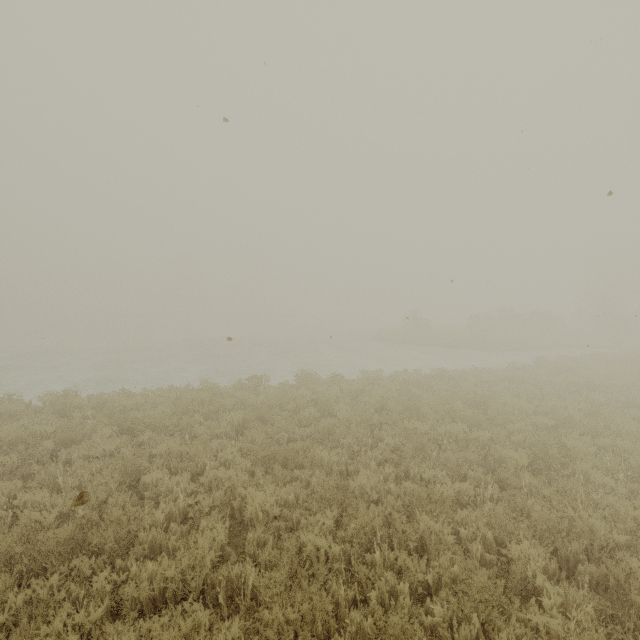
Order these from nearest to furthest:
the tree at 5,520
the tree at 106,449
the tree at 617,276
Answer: the tree at 5,520, the tree at 106,449, the tree at 617,276

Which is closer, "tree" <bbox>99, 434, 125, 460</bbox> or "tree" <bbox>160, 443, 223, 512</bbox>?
"tree" <bbox>160, 443, 223, 512</bbox>

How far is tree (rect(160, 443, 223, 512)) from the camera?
5.3 meters

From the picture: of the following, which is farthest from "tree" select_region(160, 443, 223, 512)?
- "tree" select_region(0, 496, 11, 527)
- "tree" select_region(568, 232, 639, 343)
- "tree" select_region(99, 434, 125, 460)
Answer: "tree" select_region(568, 232, 639, 343)

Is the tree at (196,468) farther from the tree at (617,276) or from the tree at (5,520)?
the tree at (617,276)

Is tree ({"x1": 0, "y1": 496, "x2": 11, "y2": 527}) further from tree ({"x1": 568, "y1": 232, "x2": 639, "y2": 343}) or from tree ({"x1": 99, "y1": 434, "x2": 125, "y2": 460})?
tree ({"x1": 568, "y1": 232, "x2": 639, "y2": 343})

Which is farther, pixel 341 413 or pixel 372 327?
pixel 372 327

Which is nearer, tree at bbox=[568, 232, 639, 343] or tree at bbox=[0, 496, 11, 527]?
tree at bbox=[0, 496, 11, 527]
